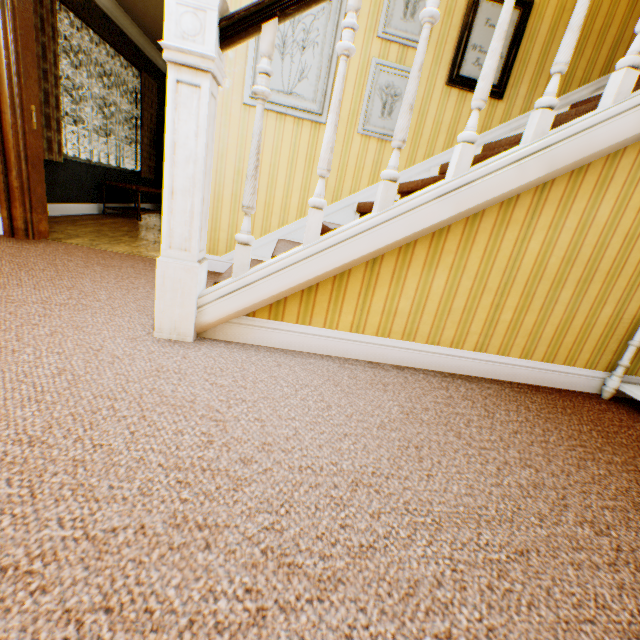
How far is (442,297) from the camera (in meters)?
1.87

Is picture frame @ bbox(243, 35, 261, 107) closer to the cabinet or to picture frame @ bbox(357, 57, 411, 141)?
picture frame @ bbox(357, 57, 411, 141)

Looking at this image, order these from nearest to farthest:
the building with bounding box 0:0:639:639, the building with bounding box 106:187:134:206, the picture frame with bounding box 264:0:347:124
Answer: the building with bounding box 0:0:639:639 → the picture frame with bounding box 264:0:347:124 → the building with bounding box 106:187:134:206

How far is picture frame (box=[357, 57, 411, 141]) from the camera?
2.84m

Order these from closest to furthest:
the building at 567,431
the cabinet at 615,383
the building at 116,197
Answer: the building at 567,431
the cabinet at 615,383
the building at 116,197

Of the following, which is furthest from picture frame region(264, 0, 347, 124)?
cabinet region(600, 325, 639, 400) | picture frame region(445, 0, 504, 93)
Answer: cabinet region(600, 325, 639, 400)

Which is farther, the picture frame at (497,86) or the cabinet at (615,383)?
the picture frame at (497,86)

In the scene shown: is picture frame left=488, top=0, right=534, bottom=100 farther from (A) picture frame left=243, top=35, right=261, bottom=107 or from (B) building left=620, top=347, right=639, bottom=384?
(A) picture frame left=243, top=35, right=261, bottom=107
